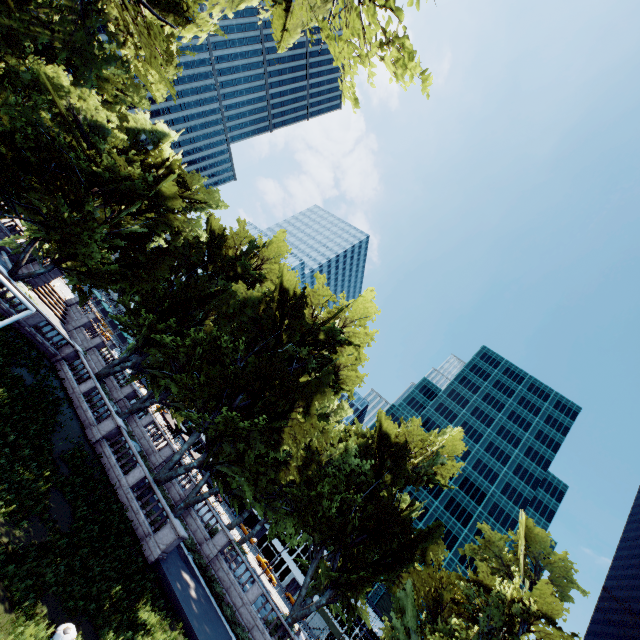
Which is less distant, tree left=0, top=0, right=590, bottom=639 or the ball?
the ball

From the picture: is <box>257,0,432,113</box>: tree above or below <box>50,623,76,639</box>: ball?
above

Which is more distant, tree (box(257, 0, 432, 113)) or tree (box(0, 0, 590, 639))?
tree (box(0, 0, 590, 639))

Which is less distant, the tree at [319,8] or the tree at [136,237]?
the tree at [319,8]

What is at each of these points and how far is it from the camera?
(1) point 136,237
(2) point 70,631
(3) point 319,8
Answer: (1) tree, 27.1 meters
(2) ball, 9.6 meters
(3) tree, 11.5 meters

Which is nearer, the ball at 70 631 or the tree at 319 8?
the tree at 319 8
